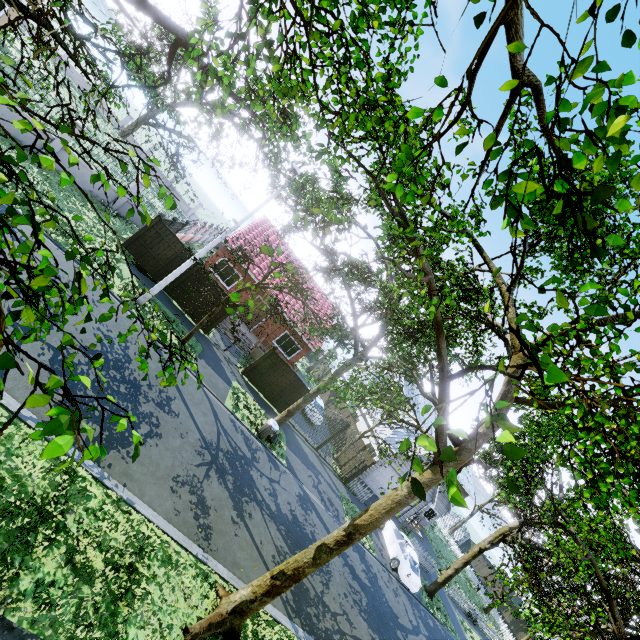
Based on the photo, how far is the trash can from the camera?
15.49m

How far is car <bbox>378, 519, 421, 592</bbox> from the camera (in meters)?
18.52

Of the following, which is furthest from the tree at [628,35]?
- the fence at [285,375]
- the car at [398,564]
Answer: the car at [398,564]

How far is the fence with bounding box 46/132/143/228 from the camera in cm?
1540

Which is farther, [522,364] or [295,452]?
[295,452]

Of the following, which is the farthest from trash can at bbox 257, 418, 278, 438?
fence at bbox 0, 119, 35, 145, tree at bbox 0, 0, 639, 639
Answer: fence at bbox 0, 119, 35, 145

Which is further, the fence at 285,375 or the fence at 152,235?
the fence at 285,375
